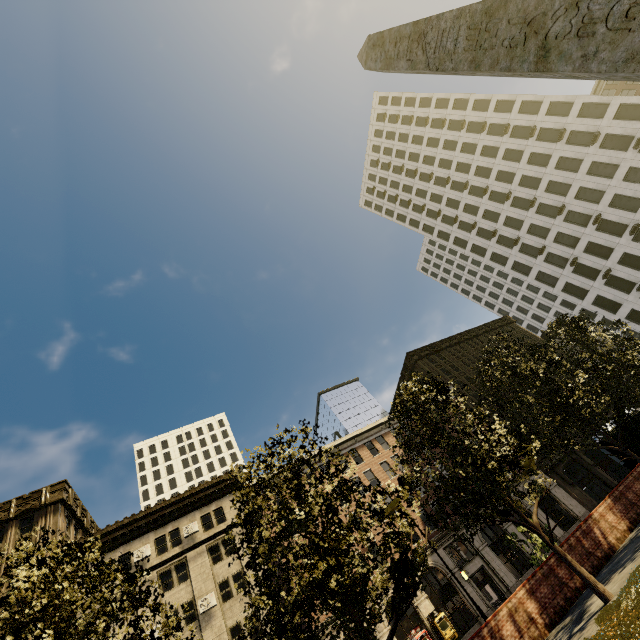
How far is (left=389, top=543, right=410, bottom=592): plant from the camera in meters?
7.2 m

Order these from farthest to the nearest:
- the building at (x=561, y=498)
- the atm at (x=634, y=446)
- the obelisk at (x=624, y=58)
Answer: the building at (x=561, y=498), the atm at (x=634, y=446), the obelisk at (x=624, y=58)

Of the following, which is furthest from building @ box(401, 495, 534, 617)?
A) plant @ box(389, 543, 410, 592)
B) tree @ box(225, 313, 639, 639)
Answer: plant @ box(389, 543, 410, 592)

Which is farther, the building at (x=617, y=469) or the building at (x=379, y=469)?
the building at (x=617, y=469)

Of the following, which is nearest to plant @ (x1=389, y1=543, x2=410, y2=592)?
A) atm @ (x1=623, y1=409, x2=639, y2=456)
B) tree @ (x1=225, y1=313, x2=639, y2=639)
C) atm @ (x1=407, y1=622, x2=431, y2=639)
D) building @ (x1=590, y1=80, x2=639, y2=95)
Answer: tree @ (x1=225, y1=313, x2=639, y2=639)

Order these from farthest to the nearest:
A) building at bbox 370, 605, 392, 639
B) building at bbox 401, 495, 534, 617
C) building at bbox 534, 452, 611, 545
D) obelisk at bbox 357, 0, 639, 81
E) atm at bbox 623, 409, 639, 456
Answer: building at bbox 534, 452, 611, 545 → building at bbox 401, 495, 534, 617 → building at bbox 370, 605, 392, 639 → atm at bbox 623, 409, 639, 456 → obelisk at bbox 357, 0, 639, 81

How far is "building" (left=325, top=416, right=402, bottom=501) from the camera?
35.1 meters

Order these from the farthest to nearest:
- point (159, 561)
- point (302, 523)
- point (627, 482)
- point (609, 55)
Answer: point (159, 561) → point (627, 482) → point (302, 523) → point (609, 55)
